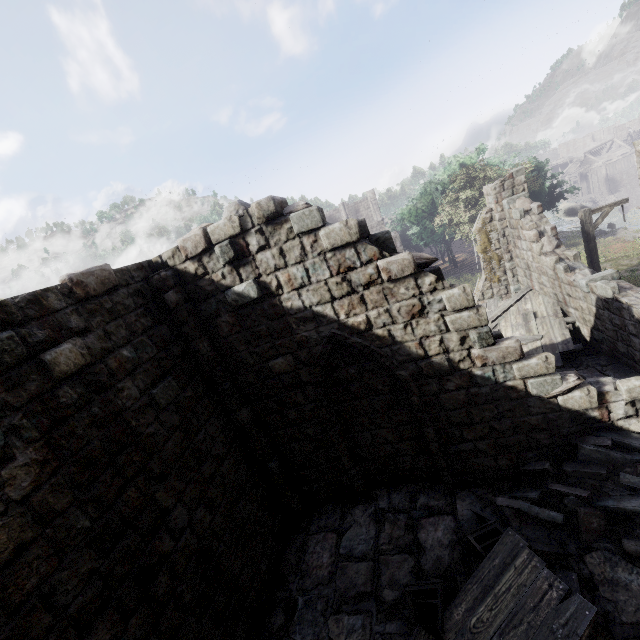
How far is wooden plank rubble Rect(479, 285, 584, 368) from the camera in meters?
9.8

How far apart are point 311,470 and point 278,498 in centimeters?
102cm

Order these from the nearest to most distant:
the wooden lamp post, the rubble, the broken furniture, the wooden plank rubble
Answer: the broken furniture → the rubble → the wooden plank rubble → the wooden lamp post

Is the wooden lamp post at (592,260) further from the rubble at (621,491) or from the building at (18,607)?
the rubble at (621,491)

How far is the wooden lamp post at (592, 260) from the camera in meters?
12.0

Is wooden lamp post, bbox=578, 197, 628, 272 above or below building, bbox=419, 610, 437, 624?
above

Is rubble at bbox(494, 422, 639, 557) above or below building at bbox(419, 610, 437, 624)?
above

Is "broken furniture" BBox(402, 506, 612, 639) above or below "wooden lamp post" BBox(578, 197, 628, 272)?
below
